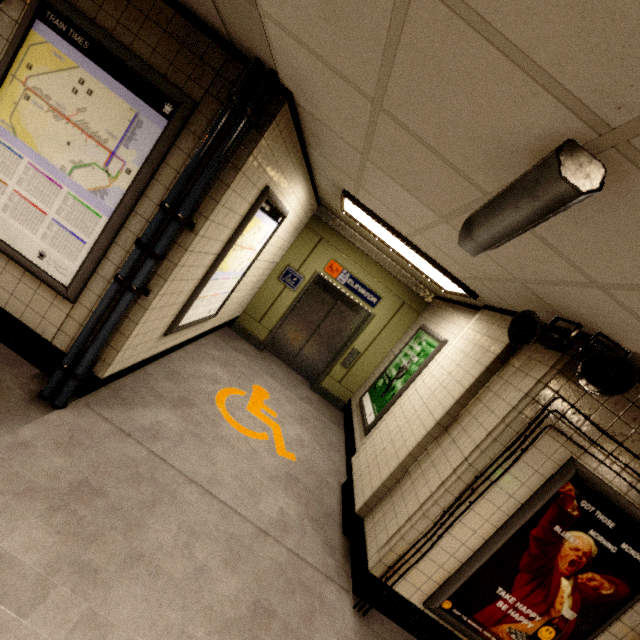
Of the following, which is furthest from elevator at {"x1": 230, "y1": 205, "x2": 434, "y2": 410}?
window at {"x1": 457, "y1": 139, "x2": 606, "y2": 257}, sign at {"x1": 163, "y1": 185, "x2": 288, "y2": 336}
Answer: window at {"x1": 457, "y1": 139, "x2": 606, "y2": 257}

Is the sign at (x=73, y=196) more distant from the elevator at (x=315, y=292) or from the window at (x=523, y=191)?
the elevator at (x=315, y=292)

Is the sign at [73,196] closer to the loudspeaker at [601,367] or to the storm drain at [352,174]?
the storm drain at [352,174]

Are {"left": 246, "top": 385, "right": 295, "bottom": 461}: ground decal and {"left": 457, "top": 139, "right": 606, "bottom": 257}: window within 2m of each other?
no

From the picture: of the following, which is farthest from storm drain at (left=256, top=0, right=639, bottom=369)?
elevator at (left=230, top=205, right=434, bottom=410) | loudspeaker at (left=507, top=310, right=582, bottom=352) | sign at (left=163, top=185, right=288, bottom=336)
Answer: elevator at (left=230, top=205, right=434, bottom=410)

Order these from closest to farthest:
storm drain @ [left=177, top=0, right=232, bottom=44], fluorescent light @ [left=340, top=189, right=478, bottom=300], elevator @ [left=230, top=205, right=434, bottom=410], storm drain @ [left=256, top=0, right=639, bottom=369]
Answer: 1. storm drain @ [left=256, top=0, right=639, bottom=369]
2. storm drain @ [left=177, top=0, right=232, bottom=44]
3. fluorescent light @ [left=340, top=189, right=478, bottom=300]
4. elevator @ [left=230, top=205, right=434, bottom=410]

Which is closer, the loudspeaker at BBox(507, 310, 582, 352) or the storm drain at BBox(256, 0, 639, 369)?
the storm drain at BBox(256, 0, 639, 369)

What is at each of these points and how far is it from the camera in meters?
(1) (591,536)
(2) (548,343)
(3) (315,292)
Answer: (1) sign, 2.6
(2) loudspeaker, 2.4
(3) elevator, 6.6
